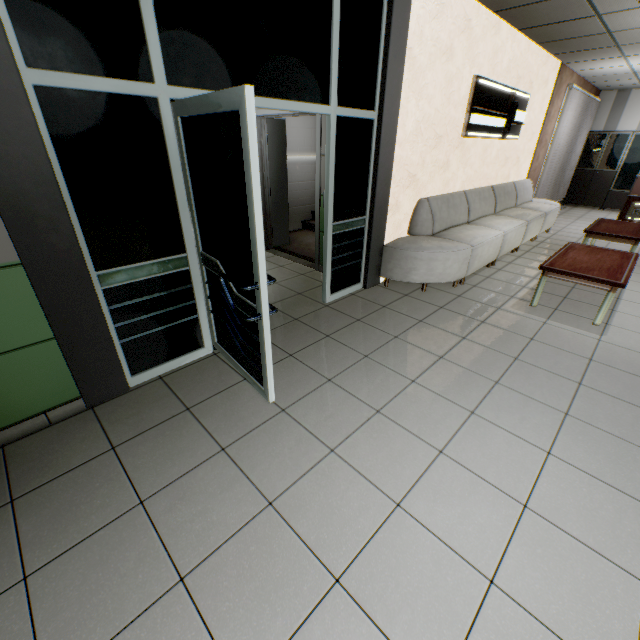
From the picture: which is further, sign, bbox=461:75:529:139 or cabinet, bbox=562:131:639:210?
cabinet, bbox=562:131:639:210

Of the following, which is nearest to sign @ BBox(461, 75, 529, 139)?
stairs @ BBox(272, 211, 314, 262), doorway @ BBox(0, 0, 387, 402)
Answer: stairs @ BBox(272, 211, 314, 262)

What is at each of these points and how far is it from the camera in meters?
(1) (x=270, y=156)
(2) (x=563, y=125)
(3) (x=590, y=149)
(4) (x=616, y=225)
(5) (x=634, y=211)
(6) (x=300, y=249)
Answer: (1) door, 5.3 m
(2) blinds, 7.8 m
(3) cabinet, 10.0 m
(4) table, 5.8 m
(5) sign, 7.8 m
(6) stairs, 6.0 m

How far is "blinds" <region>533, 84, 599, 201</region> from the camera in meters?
7.8 m

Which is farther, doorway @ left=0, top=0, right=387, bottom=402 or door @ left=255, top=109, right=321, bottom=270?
door @ left=255, top=109, right=321, bottom=270

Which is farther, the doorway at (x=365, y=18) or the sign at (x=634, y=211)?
the sign at (x=634, y=211)

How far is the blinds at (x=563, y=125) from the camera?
7.8m

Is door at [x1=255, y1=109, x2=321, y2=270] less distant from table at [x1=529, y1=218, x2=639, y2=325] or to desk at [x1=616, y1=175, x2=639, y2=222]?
table at [x1=529, y1=218, x2=639, y2=325]
